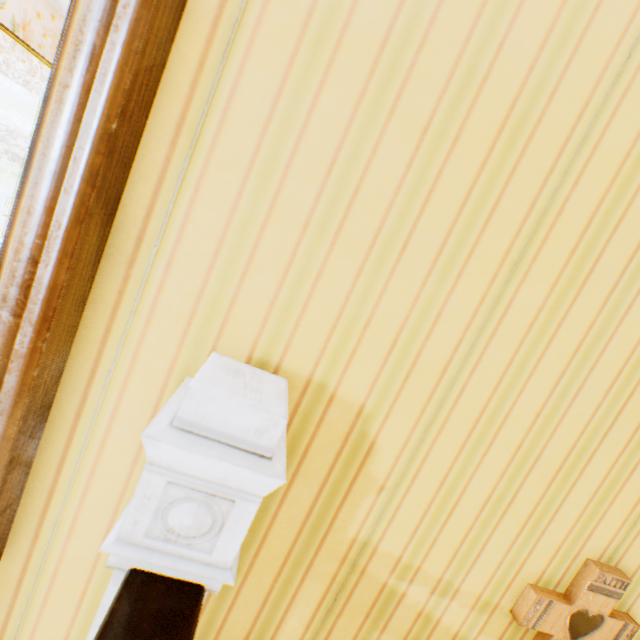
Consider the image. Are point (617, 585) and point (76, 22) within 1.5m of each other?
no
